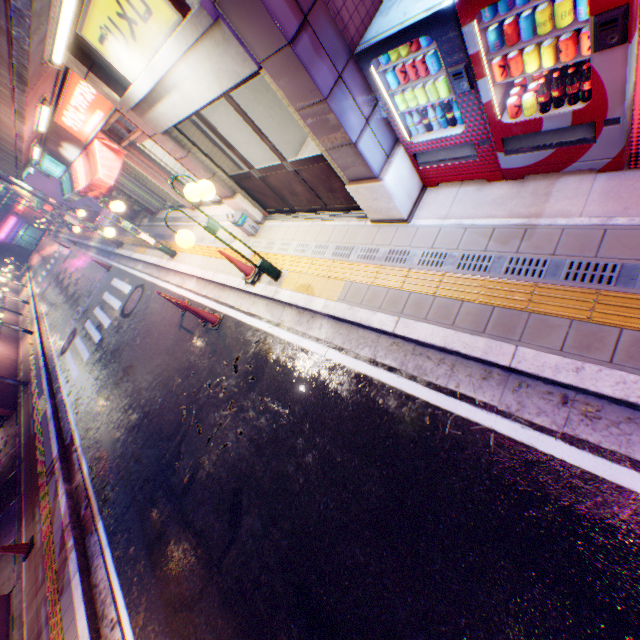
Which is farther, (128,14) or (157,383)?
(157,383)

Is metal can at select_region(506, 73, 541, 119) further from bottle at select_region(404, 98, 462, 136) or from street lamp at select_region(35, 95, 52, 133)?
street lamp at select_region(35, 95, 52, 133)

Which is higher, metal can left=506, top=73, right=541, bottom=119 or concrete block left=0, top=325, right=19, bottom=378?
metal can left=506, top=73, right=541, bottom=119

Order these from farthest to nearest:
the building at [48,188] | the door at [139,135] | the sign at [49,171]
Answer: the building at [48,188] → the sign at [49,171] → the door at [139,135]

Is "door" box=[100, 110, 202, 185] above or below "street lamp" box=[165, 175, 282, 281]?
above

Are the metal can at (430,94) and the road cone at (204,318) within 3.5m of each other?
no

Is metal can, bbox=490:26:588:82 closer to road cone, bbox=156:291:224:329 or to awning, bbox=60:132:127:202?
road cone, bbox=156:291:224:329

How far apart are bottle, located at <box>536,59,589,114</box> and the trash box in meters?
5.7
